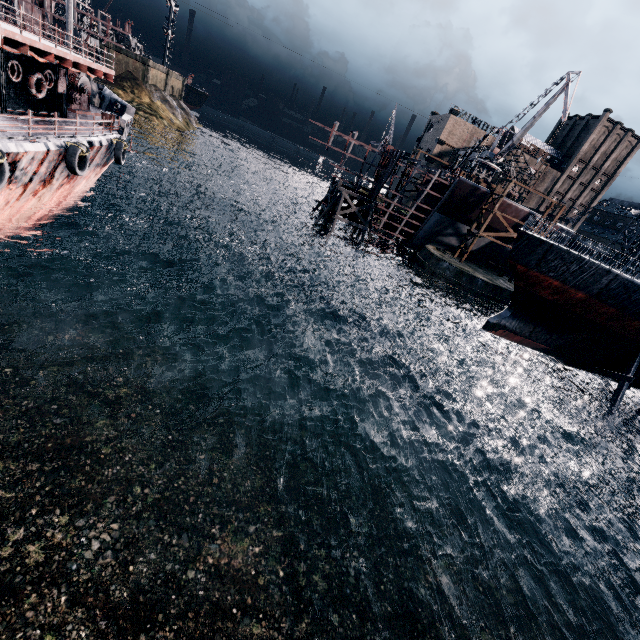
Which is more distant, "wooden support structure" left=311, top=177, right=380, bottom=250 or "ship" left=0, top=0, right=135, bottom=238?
"wooden support structure" left=311, top=177, right=380, bottom=250

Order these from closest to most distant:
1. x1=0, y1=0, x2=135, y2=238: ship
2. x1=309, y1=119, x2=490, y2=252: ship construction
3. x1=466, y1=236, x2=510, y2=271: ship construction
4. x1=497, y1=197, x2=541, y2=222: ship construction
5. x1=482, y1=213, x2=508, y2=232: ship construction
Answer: x1=0, y1=0, x2=135, y2=238: ship, x1=309, y1=119, x2=490, y2=252: ship construction, x1=497, y1=197, x2=541, y2=222: ship construction, x1=482, y1=213, x2=508, y2=232: ship construction, x1=466, y1=236, x2=510, y2=271: ship construction

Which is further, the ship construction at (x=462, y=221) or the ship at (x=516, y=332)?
the ship construction at (x=462, y=221)

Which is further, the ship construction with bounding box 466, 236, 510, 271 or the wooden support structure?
the ship construction with bounding box 466, 236, 510, 271

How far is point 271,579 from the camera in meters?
12.4 m

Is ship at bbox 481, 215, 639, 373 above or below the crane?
below

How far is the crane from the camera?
42.8m

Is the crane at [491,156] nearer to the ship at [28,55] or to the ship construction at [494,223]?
the ship construction at [494,223]
